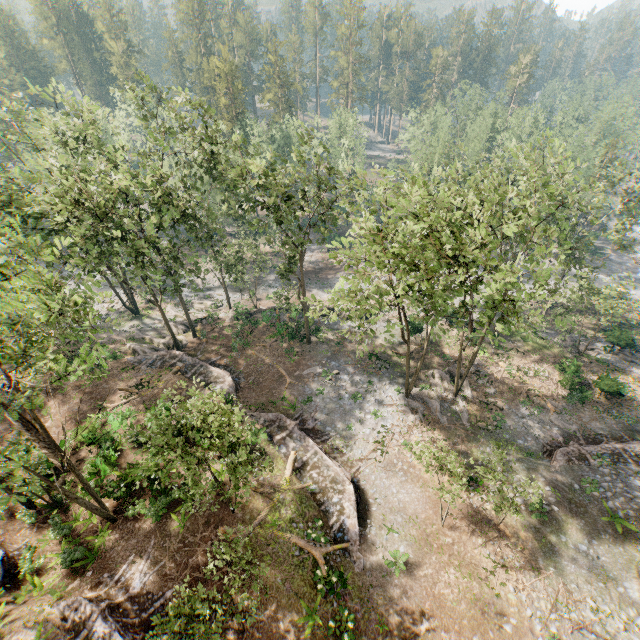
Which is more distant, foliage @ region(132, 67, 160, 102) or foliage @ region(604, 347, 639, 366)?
foliage @ region(604, 347, 639, 366)

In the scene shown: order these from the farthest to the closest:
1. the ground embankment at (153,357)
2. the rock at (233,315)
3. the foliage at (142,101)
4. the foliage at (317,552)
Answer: the rock at (233,315) → the ground embankment at (153,357) → the foliage at (142,101) → the foliage at (317,552)

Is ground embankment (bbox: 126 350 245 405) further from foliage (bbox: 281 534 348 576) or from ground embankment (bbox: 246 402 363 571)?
ground embankment (bbox: 246 402 363 571)

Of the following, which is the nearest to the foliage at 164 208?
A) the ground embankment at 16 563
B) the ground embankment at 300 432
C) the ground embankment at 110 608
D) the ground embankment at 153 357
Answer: the ground embankment at 153 357

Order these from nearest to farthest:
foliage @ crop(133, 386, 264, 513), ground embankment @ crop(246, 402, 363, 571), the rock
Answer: foliage @ crop(133, 386, 264, 513)
ground embankment @ crop(246, 402, 363, 571)
the rock

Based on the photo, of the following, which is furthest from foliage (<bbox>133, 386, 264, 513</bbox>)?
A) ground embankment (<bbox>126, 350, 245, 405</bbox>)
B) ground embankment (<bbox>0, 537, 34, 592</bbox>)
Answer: ground embankment (<bbox>0, 537, 34, 592</bbox>)

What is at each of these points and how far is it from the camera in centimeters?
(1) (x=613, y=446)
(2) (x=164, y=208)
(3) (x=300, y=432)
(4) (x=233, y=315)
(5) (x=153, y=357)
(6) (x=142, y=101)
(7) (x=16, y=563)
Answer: (1) ground embankment, 2367cm
(2) foliage, 2423cm
(3) ground embankment, 2462cm
(4) rock, 3928cm
(5) ground embankment, 3116cm
(6) foliage, 2609cm
(7) ground embankment, 1738cm

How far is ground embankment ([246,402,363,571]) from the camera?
→ 19.14m
